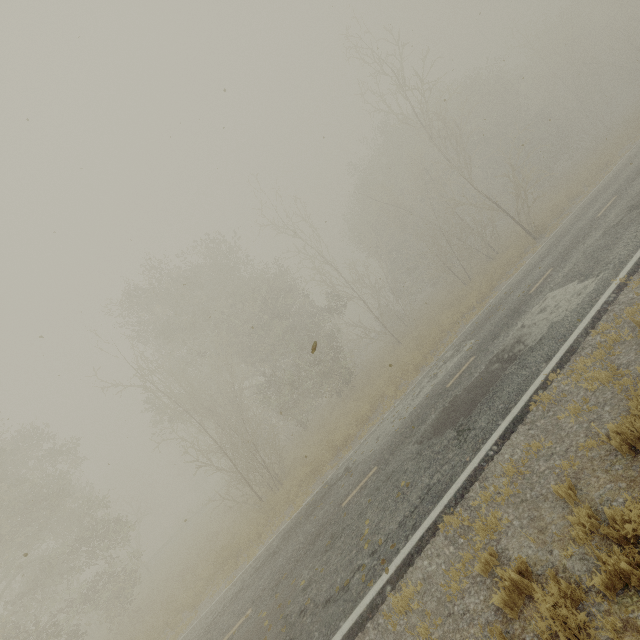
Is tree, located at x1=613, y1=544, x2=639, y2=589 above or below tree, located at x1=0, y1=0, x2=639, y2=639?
below

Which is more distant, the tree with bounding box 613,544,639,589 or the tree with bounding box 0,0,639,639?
the tree with bounding box 0,0,639,639

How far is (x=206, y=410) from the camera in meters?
17.8

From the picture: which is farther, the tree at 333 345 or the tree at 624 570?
the tree at 333 345

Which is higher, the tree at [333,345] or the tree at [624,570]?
the tree at [333,345]
